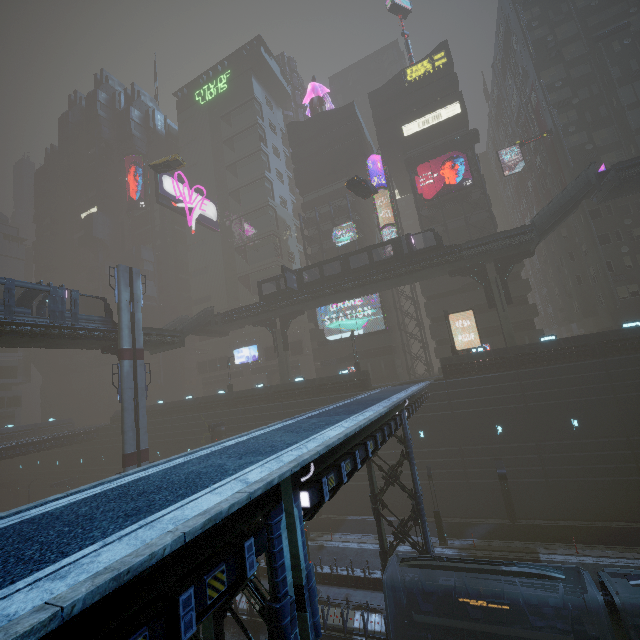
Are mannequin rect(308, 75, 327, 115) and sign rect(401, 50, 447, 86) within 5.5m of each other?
no

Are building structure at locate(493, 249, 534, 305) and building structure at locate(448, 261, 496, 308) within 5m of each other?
yes

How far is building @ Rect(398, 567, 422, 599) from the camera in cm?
1748

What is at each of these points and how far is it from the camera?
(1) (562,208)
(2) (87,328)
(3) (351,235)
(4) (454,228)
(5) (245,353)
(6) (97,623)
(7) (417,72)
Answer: (1) stairs, 28.5m
(2) bridge, 27.1m
(3) sign, 45.6m
(4) building, 42.3m
(5) sign, 58.2m
(6) building, 3.2m
(7) sign, 45.8m

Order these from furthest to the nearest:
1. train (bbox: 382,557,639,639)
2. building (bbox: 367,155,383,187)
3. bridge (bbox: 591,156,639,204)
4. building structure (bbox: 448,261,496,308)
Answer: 1. building (bbox: 367,155,383,187)
2. building structure (bbox: 448,261,496,308)
3. bridge (bbox: 591,156,639,204)
4. train (bbox: 382,557,639,639)

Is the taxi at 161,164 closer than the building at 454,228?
Yes

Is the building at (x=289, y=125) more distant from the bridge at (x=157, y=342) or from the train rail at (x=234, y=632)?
the bridge at (x=157, y=342)
